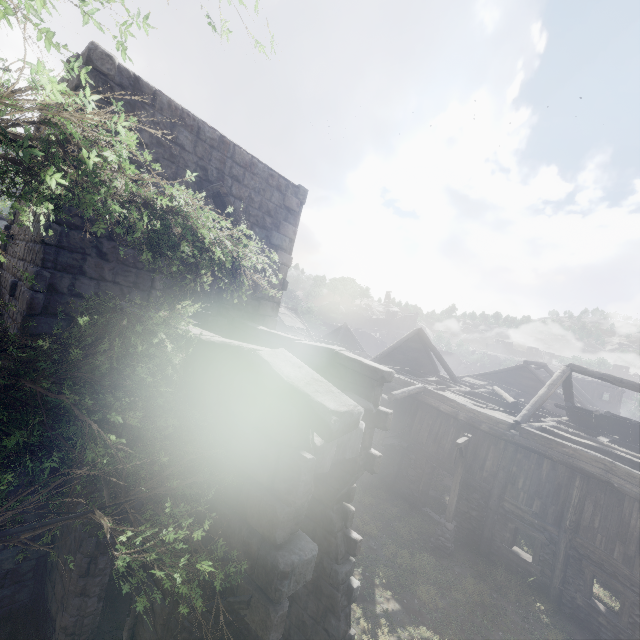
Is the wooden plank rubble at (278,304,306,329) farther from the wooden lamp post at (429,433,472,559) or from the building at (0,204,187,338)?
the wooden lamp post at (429,433,472,559)

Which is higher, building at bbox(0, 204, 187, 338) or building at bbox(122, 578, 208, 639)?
building at bbox(0, 204, 187, 338)

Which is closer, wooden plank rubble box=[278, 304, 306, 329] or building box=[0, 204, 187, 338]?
building box=[0, 204, 187, 338]

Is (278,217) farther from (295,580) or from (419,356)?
(419,356)

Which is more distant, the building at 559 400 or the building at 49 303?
the building at 49 303

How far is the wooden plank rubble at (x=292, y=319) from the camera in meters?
33.5 m
